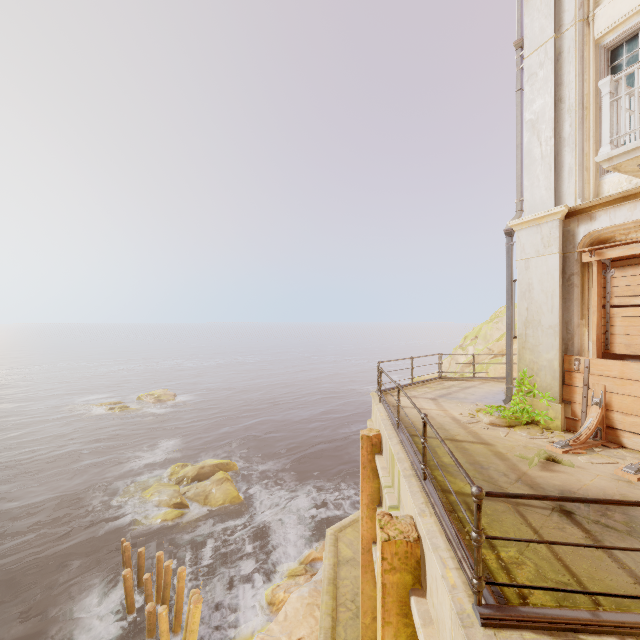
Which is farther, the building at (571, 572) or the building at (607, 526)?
the building at (607, 526)

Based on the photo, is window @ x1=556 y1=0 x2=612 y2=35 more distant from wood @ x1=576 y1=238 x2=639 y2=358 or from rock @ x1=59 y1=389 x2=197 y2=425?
rock @ x1=59 y1=389 x2=197 y2=425

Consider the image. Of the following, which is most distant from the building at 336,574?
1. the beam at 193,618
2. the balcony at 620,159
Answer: the balcony at 620,159

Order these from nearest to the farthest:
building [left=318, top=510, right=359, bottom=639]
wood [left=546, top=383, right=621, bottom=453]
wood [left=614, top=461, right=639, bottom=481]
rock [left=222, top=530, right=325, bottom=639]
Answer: wood [left=614, top=461, right=639, bottom=481] < wood [left=546, top=383, right=621, bottom=453] < building [left=318, top=510, right=359, bottom=639] < rock [left=222, top=530, right=325, bottom=639]

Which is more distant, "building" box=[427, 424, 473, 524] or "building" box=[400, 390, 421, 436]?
"building" box=[400, 390, 421, 436]

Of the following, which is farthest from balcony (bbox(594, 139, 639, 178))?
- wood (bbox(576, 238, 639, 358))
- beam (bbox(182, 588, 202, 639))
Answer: beam (bbox(182, 588, 202, 639))

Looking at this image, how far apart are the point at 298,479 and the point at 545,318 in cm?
2030

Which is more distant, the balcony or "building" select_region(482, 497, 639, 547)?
the balcony
